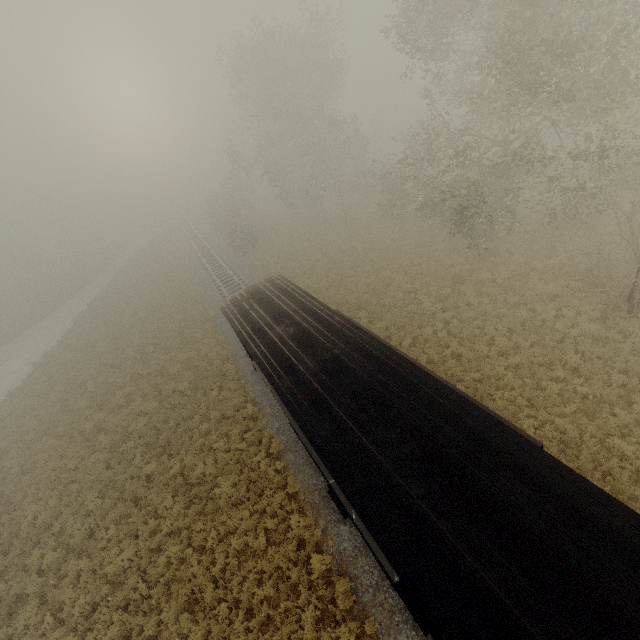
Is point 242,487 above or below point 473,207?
below
